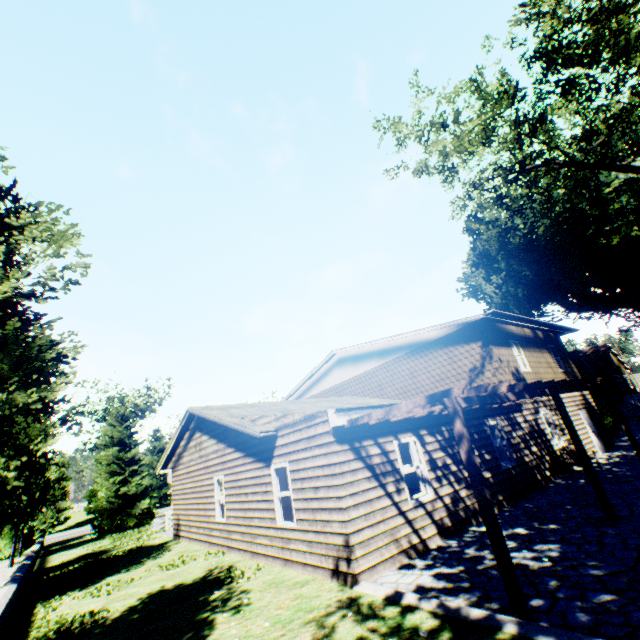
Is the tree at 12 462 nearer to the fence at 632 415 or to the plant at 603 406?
the plant at 603 406

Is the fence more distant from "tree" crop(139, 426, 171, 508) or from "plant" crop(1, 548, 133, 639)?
"tree" crop(139, 426, 171, 508)

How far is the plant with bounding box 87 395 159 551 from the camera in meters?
23.9 m

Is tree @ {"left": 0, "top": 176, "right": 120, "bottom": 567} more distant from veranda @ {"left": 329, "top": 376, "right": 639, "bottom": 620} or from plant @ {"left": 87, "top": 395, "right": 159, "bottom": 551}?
veranda @ {"left": 329, "top": 376, "right": 639, "bottom": 620}

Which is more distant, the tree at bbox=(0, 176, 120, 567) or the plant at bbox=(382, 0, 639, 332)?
the plant at bbox=(382, 0, 639, 332)

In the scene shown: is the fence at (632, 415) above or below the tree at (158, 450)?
below

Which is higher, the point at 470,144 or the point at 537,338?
the point at 470,144
